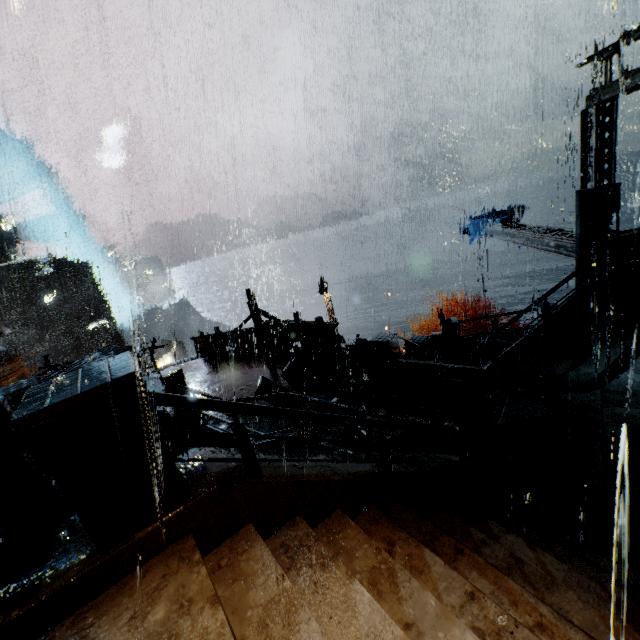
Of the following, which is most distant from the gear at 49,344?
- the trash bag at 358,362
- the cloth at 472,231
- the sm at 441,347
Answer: the cloth at 472,231

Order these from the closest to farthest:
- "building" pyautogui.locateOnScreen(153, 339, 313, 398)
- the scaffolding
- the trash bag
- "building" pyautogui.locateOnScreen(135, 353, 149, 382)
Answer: the scaffolding → the trash bag → "building" pyautogui.locateOnScreen(153, 339, 313, 398) → "building" pyautogui.locateOnScreen(135, 353, 149, 382)

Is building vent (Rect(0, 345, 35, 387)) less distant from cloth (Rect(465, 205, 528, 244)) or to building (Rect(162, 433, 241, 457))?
building (Rect(162, 433, 241, 457))

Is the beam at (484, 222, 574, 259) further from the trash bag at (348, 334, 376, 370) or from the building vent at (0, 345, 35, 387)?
the building vent at (0, 345, 35, 387)

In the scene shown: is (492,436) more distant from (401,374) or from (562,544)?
(401,374)

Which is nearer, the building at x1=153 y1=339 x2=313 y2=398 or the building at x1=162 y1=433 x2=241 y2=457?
the building at x1=162 y1=433 x2=241 y2=457

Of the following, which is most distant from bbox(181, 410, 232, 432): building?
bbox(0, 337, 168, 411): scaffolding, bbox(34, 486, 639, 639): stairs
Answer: bbox(0, 337, 168, 411): scaffolding

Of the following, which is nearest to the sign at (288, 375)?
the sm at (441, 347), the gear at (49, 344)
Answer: the sm at (441, 347)
